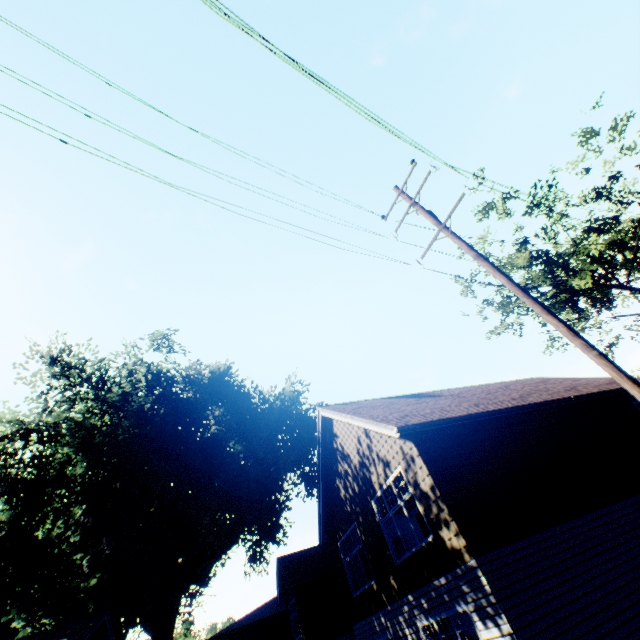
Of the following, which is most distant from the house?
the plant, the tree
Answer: the tree

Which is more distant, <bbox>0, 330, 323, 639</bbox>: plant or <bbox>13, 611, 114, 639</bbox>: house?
<bbox>0, 330, 323, 639</bbox>: plant

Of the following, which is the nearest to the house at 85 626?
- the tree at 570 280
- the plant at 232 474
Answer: the plant at 232 474

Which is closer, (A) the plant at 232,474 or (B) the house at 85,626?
(B) the house at 85,626

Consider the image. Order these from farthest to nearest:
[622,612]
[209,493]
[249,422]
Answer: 1. [249,422]
2. [209,493]
3. [622,612]

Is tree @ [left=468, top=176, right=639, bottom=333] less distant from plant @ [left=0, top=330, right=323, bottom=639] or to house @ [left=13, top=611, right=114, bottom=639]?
plant @ [left=0, top=330, right=323, bottom=639]
